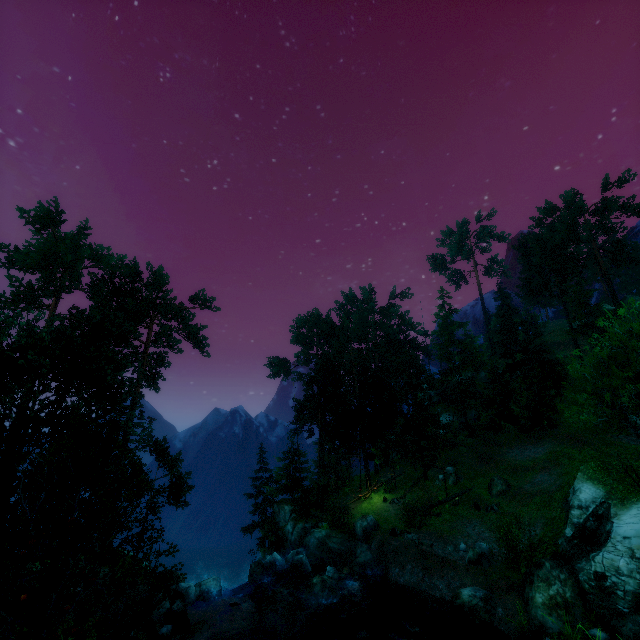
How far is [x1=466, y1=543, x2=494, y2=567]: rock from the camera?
19.8 meters

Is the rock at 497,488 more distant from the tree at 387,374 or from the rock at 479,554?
the rock at 479,554

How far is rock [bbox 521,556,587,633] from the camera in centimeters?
1358cm

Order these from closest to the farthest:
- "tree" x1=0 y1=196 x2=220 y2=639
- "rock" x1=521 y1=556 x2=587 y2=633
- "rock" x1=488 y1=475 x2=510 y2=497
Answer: "tree" x1=0 y1=196 x2=220 y2=639 → "rock" x1=521 y1=556 x2=587 y2=633 → "rock" x1=488 y1=475 x2=510 y2=497

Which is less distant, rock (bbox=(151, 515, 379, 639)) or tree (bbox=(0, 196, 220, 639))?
tree (bbox=(0, 196, 220, 639))

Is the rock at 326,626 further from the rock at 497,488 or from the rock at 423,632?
the rock at 497,488

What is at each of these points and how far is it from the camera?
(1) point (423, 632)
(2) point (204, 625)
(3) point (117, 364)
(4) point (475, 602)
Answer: (1) rock, 15.2 meters
(2) rock, 15.6 meters
(3) tree, 21.7 meters
(4) rock, 16.2 meters

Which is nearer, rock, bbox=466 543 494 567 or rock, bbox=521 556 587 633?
rock, bbox=521 556 587 633
